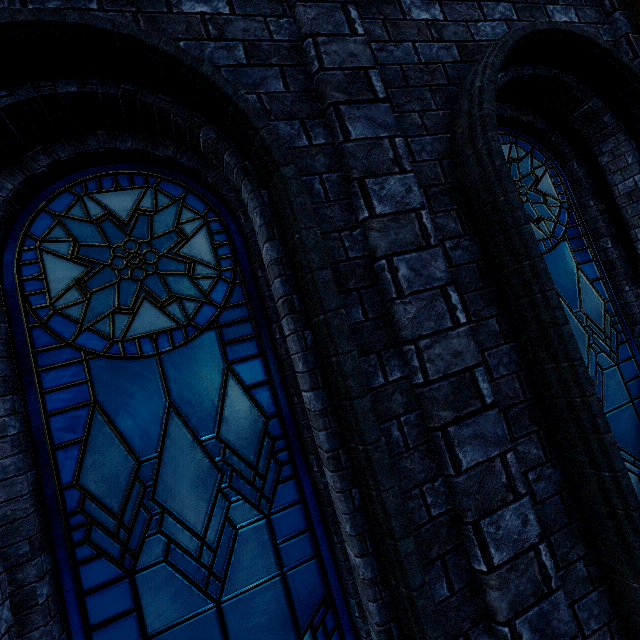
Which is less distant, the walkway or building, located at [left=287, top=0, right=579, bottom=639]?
building, located at [left=287, top=0, right=579, bottom=639]

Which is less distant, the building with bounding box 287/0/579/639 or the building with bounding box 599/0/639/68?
the building with bounding box 287/0/579/639

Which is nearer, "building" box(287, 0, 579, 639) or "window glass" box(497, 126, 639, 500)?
"building" box(287, 0, 579, 639)

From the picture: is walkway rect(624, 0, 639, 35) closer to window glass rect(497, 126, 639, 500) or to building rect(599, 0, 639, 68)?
building rect(599, 0, 639, 68)

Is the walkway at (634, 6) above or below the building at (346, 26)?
above

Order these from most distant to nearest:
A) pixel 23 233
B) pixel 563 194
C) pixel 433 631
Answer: pixel 563 194 → pixel 23 233 → pixel 433 631

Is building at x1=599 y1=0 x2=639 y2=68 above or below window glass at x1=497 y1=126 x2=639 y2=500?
above

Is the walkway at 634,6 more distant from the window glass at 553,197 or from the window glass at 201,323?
the window glass at 201,323
